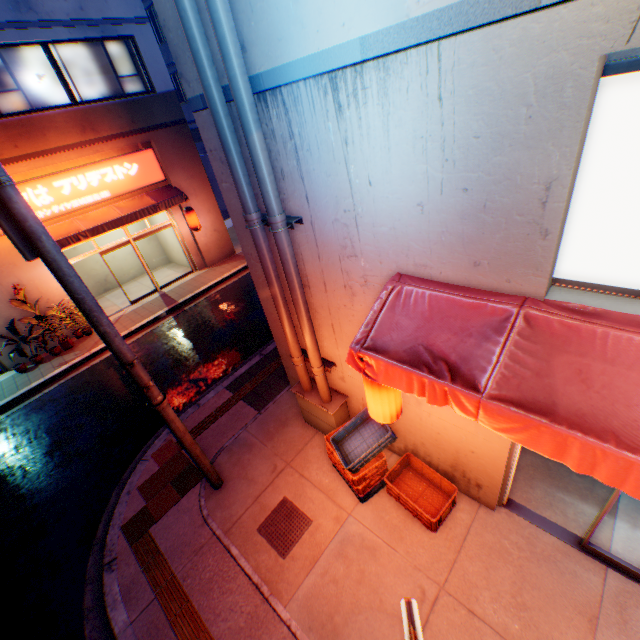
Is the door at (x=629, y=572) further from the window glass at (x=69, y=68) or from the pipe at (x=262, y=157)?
the window glass at (x=69, y=68)

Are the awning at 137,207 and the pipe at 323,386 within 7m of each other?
no

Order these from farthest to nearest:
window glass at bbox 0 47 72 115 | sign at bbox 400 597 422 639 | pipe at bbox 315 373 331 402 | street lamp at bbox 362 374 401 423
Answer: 1. window glass at bbox 0 47 72 115
2. pipe at bbox 315 373 331 402
3. street lamp at bbox 362 374 401 423
4. sign at bbox 400 597 422 639

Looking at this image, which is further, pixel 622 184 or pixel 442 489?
pixel 442 489

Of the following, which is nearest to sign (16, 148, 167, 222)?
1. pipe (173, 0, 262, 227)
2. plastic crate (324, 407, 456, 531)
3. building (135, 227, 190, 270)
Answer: building (135, 227, 190, 270)

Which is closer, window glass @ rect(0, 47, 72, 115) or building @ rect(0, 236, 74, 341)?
window glass @ rect(0, 47, 72, 115)

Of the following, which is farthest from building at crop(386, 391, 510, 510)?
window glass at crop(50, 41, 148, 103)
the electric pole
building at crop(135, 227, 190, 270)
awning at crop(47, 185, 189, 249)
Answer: window glass at crop(50, 41, 148, 103)

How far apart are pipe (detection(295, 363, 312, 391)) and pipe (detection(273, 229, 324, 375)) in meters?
0.2
